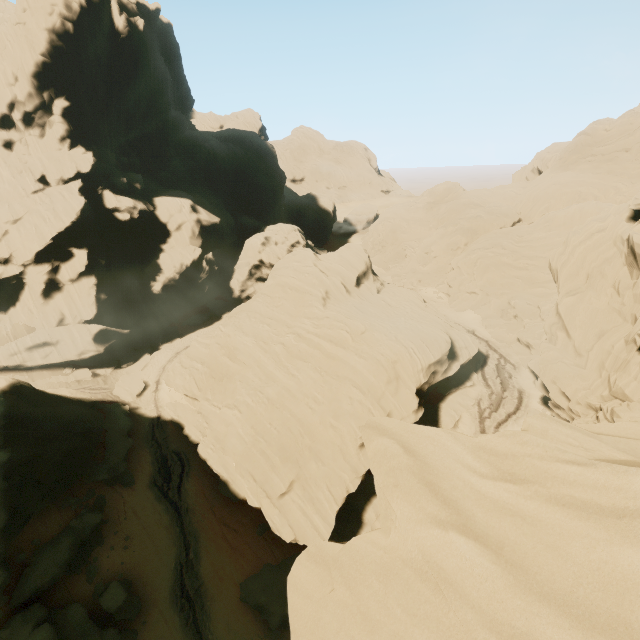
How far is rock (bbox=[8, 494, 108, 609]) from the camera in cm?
2033

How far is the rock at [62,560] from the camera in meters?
20.3

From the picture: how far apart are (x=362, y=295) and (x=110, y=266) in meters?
32.4

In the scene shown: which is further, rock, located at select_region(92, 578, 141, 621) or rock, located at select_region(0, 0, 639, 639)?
rock, located at select_region(92, 578, 141, 621)
